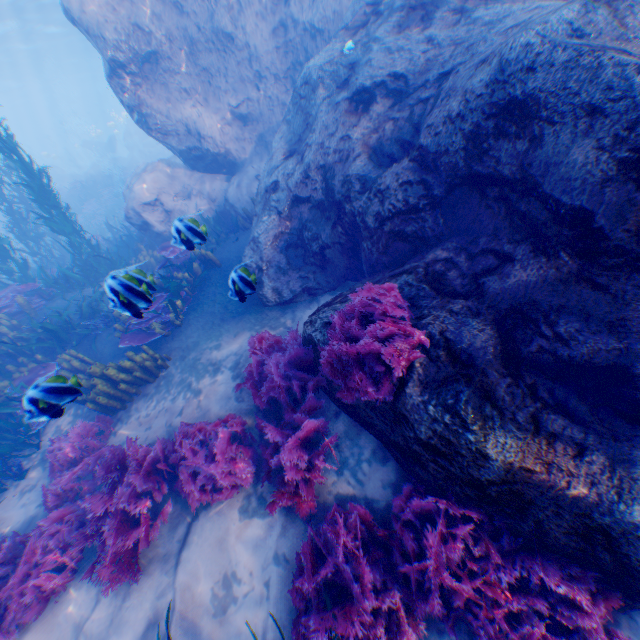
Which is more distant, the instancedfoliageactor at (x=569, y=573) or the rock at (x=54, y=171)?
the rock at (x=54, y=171)

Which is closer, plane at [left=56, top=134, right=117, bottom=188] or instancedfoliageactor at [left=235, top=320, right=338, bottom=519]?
instancedfoliageactor at [left=235, top=320, right=338, bottom=519]

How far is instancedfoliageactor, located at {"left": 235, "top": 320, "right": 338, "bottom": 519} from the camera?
3.9 meters

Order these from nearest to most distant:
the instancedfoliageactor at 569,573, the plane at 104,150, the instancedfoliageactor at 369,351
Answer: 1. the instancedfoliageactor at 569,573
2. the instancedfoliageactor at 369,351
3. the plane at 104,150

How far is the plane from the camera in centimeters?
3017cm

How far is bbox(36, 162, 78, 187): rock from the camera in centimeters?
3058cm

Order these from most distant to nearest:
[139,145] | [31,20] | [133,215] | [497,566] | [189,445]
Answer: [139,145] → [31,20] → [133,215] → [189,445] → [497,566]
